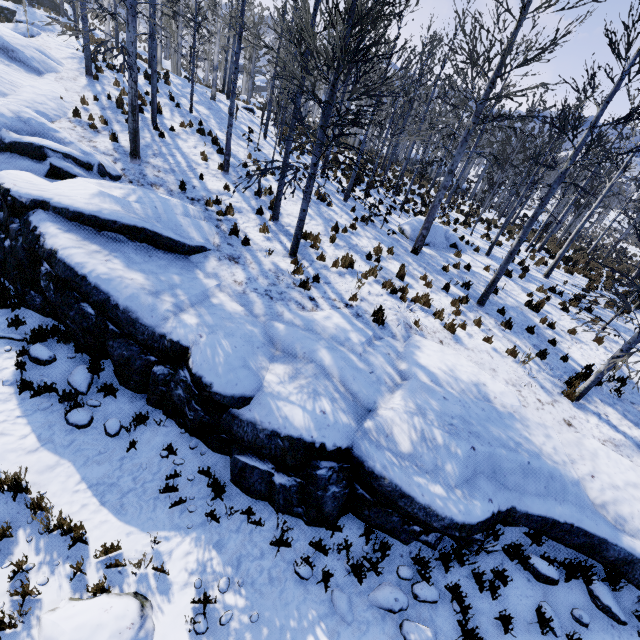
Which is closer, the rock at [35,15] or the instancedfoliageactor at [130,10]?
the instancedfoliageactor at [130,10]

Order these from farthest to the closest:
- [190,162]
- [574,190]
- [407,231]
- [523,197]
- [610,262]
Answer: [610,262]
[523,197]
[574,190]
[407,231]
[190,162]

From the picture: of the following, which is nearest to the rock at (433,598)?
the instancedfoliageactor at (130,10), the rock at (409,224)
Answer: the instancedfoliageactor at (130,10)

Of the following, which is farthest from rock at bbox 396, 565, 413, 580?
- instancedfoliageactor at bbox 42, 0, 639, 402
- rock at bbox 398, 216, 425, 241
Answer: rock at bbox 398, 216, 425, 241

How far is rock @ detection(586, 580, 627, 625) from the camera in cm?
525

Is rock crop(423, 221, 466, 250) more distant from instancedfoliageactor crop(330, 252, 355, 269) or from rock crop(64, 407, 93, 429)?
rock crop(64, 407, 93, 429)

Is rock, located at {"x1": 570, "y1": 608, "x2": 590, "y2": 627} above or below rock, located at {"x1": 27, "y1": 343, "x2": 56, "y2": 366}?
above
